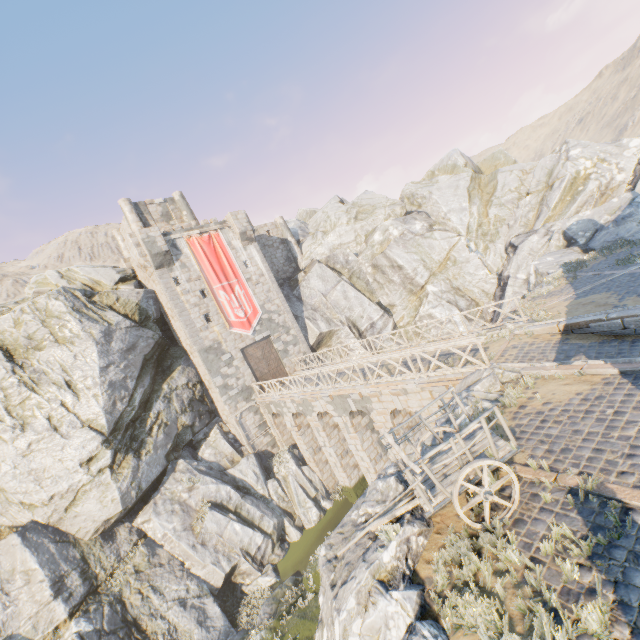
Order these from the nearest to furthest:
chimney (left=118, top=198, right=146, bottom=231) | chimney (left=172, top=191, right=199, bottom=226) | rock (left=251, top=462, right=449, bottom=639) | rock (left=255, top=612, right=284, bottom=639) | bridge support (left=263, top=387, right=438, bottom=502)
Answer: rock (left=251, top=462, right=449, bottom=639), rock (left=255, top=612, right=284, bottom=639), bridge support (left=263, top=387, right=438, bottom=502), chimney (left=118, top=198, right=146, bottom=231), chimney (left=172, top=191, right=199, bottom=226)

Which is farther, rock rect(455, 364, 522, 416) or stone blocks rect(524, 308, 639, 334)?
stone blocks rect(524, 308, 639, 334)

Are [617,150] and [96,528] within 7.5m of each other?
no

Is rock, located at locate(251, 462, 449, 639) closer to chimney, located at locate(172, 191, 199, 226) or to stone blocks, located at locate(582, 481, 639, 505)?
stone blocks, located at locate(582, 481, 639, 505)

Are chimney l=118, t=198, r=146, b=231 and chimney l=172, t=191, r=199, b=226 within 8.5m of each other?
yes

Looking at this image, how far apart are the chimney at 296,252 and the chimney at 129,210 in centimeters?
1189cm

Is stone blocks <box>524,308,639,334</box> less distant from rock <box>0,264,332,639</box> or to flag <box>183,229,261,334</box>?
rock <box>0,264,332,639</box>

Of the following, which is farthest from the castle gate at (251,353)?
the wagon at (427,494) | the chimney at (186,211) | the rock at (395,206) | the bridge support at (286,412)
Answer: the wagon at (427,494)
